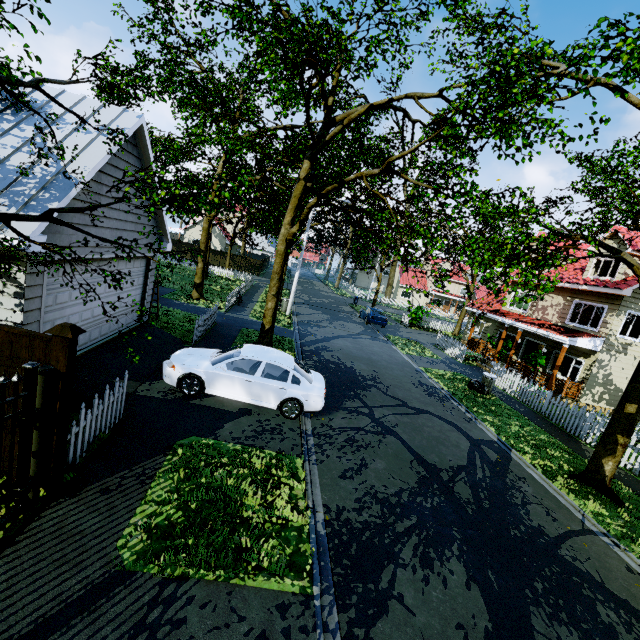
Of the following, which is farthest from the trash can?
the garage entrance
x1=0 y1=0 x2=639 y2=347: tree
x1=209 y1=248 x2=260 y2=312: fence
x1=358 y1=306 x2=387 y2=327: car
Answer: the garage entrance

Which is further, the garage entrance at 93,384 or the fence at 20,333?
the garage entrance at 93,384

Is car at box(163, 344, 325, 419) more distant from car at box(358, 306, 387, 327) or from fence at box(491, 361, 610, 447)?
car at box(358, 306, 387, 327)

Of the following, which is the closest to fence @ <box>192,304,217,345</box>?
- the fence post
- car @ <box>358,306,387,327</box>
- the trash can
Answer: the fence post

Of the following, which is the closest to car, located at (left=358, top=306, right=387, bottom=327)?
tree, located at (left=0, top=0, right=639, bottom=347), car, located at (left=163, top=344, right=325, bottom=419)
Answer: tree, located at (left=0, top=0, right=639, bottom=347)

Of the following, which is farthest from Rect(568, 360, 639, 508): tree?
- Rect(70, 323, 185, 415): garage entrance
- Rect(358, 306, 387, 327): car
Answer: Rect(358, 306, 387, 327): car

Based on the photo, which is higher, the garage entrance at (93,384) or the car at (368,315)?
the car at (368,315)

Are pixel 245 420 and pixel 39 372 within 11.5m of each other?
yes
